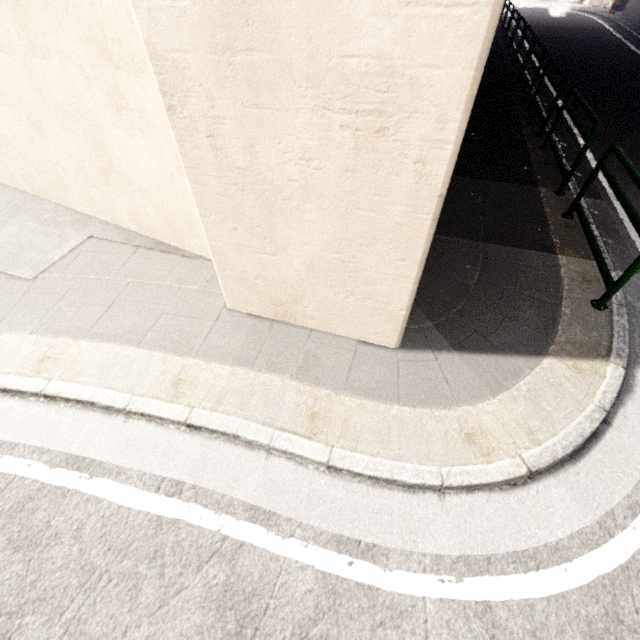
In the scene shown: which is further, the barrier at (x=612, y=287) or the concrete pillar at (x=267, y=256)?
the barrier at (x=612, y=287)

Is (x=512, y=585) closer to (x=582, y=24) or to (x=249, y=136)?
(x=249, y=136)

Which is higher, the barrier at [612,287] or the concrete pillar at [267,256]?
the concrete pillar at [267,256]

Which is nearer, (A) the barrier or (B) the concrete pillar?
(B) the concrete pillar

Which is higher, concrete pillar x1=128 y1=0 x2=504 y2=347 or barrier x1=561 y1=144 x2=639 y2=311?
concrete pillar x1=128 y1=0 x2=504 y2=347
